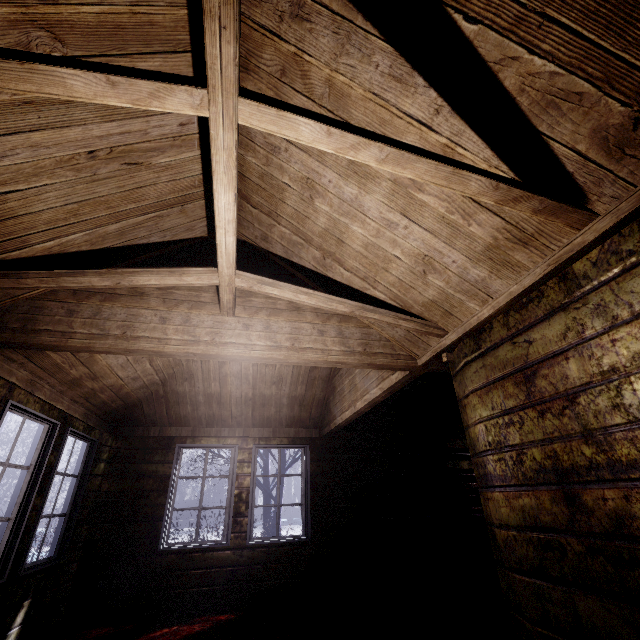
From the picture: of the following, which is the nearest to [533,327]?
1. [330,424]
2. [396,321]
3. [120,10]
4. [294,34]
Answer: [396,321]

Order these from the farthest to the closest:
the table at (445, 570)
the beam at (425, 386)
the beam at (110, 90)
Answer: the table at (445, 570) → the beam at (425, 386) → the beam at (110, 90)

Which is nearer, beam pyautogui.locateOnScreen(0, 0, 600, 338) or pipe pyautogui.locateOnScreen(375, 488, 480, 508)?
beam pyautogui.locateOnScreen(0, 0, 600, 338)

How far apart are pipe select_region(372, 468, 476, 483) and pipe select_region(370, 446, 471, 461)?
0.1m

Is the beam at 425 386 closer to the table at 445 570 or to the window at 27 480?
the table at 445 570

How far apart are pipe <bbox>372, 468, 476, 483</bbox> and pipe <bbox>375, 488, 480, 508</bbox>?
0.12m

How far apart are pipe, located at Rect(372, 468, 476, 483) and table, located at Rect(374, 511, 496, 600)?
0.4 meters

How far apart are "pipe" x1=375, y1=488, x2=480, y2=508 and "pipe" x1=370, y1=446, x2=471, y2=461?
0.43m
